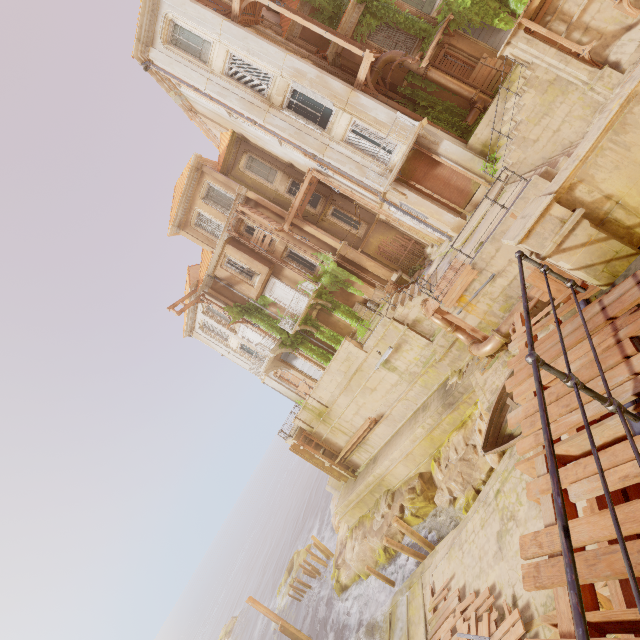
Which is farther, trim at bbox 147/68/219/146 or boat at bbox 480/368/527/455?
trim at bbox 147/68/219/146

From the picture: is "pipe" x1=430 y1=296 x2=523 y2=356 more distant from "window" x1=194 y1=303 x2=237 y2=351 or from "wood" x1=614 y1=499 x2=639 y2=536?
"window" x1=194 y1=303 x2=237 y2=351

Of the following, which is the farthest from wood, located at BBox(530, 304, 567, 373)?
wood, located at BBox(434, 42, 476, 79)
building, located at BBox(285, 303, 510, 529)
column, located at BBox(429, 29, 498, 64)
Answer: wood, located at BBox(434, 42, 476, 79)

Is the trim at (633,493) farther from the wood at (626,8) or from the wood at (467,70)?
the wood at (467,70)

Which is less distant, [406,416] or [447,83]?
[447,83]

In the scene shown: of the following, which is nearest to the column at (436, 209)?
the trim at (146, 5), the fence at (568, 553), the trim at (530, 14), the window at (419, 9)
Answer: the trim at (146, 5)

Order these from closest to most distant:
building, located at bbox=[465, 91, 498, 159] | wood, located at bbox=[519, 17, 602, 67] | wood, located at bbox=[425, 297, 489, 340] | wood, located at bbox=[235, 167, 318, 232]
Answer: wood, located at bbox=[519, 17, 602, 67], wood, located at bbox=[425, 297, 489, 340], building, located at bbox=[465, 91, 498, 159], wood, located at bbox=[235, 167, 318, 232]

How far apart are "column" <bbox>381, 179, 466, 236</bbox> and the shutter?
7.96m
